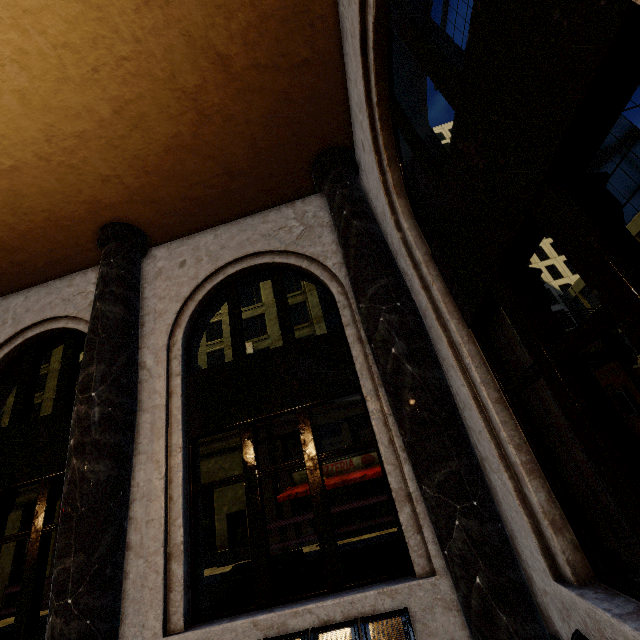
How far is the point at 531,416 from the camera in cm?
278

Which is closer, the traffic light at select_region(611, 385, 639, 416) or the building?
the building

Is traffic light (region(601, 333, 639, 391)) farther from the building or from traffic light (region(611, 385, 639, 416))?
the building

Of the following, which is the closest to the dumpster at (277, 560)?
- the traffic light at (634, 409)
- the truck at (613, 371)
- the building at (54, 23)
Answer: the building at (54, 23)

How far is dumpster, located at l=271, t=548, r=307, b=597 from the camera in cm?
547

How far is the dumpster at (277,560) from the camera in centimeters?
547cm

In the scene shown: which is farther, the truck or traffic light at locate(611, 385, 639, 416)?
the truck
